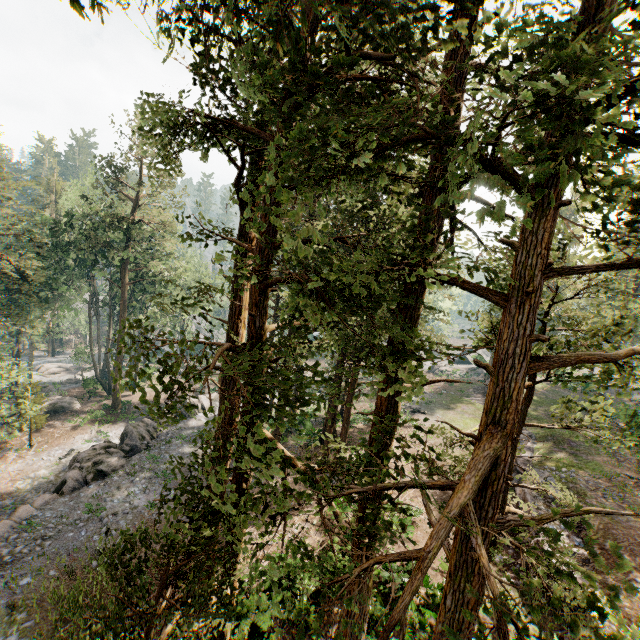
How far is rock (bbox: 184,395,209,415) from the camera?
32.72m

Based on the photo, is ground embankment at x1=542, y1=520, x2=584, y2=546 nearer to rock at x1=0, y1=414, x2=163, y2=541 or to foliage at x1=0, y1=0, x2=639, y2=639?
foliage at x1=0, y1=0, x2=639, y2=639

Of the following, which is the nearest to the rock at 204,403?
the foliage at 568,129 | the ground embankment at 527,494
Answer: the foliage at 568,129

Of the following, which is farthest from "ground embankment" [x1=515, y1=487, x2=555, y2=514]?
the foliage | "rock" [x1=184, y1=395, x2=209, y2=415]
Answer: "rock" [x1=184, y1=395, x2=209, y2=415]

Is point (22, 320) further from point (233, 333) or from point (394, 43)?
point (394, 43)

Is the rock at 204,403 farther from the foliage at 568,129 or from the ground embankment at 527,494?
the ground embankment at 527,494
